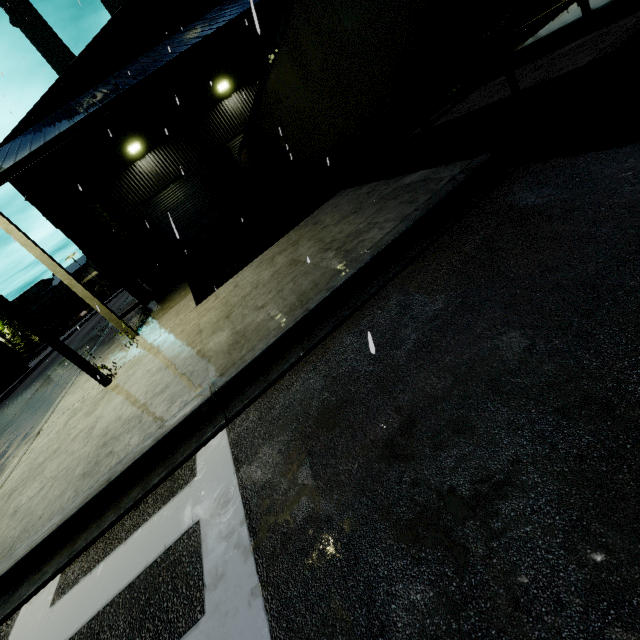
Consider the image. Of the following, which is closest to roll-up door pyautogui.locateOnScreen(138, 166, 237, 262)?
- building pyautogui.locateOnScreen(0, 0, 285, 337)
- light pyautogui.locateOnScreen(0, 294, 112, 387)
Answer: building pyautogui.locateOnScreen(0, 0, 285, 337)

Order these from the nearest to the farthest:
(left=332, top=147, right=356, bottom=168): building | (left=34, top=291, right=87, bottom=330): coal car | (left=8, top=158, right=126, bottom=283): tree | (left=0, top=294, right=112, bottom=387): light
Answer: (left=0, top=294, right=112, bottom=387): light
(left=8, top=158, right=126, bottom=283): tree
(left=332, top=147, right=356, bottom=168): building
(left=34, top=291, right=87, bottom=330): coal car

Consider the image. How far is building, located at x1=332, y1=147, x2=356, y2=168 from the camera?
18.0m

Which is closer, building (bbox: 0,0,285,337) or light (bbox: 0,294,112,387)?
light (bbox: 0,294,112,387)

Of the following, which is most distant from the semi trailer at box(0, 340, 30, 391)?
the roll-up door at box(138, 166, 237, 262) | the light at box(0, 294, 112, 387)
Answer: the light at box(0, 294, 112, 387)

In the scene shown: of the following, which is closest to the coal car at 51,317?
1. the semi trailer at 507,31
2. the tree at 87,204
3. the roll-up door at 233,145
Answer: the tree at 87,204

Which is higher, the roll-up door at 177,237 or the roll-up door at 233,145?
the roll-up door at 233,145

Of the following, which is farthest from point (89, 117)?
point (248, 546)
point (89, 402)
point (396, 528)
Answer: point (396, 528)
